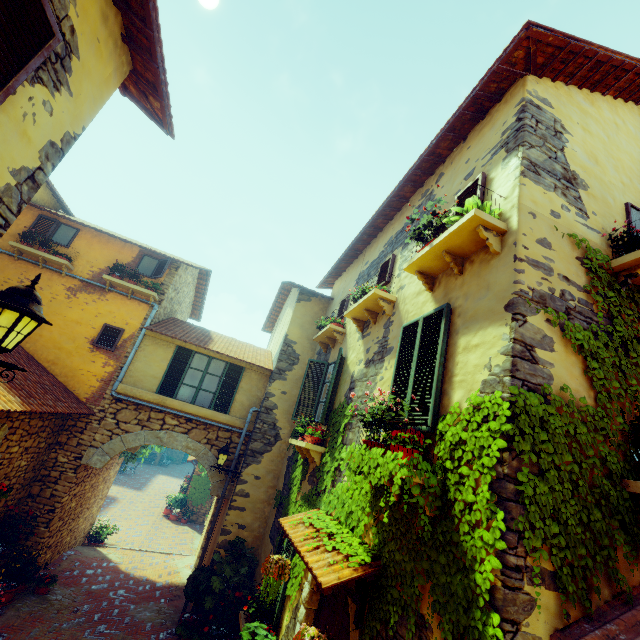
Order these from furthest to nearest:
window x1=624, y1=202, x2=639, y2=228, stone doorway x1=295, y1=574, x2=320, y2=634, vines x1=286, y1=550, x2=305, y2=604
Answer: vines x1=286, y1=550, x2=305, y2=604
stone doorway x1=295, y1=574, x2=320, y2=634
window x1=624, y1=202, x2=639, y2=228

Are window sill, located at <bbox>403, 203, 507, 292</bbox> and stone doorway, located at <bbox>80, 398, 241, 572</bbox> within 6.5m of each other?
no

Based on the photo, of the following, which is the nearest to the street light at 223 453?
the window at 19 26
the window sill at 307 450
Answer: the window at 19 26

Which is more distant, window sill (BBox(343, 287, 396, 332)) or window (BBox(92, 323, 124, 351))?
window (BBox(92, 323, 124, 351))

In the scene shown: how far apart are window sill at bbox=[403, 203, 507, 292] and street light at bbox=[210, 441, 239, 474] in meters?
7.2 m

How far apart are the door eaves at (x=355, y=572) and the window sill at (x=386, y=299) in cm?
356

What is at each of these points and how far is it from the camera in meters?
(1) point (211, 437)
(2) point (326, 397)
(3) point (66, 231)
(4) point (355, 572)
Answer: (1) stone doorway, 9.6 m
(2) window, 7.8 m
(3) window, 9.9 m
(4) door eaves, 3.5 m

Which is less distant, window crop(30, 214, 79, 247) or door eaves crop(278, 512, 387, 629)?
door eaves crop(278, 512, 387, 629)
